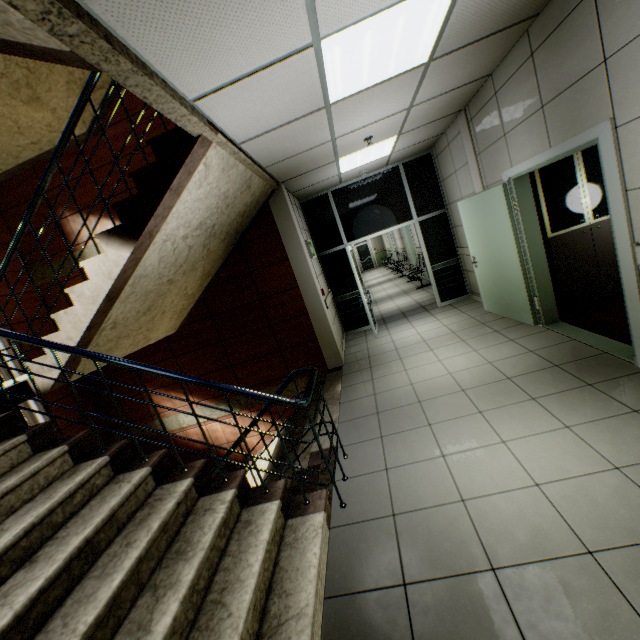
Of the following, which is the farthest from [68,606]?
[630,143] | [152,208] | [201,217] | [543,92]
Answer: [543,92]

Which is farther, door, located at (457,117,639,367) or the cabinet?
the cabinet

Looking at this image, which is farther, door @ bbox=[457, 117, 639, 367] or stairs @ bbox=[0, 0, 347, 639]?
door @ bbox=[457, 117, 639, 367]

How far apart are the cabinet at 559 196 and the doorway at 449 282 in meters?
2.6

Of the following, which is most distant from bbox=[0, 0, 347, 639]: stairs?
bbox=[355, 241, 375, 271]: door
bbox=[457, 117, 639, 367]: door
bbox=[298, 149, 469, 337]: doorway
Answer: bbox=[355, 241, 375, 271]: door

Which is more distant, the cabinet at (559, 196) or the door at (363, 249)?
the door at (363, 249)

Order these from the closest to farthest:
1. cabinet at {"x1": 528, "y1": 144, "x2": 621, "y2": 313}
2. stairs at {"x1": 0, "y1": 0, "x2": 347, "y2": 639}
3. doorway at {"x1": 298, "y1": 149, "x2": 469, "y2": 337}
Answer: stairs at {"x1": 0, "y1": 0, "x2": 347, "y2": 639}, cabinet at {"x1": 528, "y1": 144, "x2": 621, "y2": 313}, doorway at {"x1": 298, "y1": 149, "x2": 469, "y2": 337}

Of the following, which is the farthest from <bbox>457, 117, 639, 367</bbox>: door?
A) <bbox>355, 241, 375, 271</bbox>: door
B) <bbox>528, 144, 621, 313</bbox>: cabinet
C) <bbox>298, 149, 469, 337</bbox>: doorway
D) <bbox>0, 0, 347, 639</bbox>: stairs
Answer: <bbox>355, 241, 375, 271</bbox>: door
